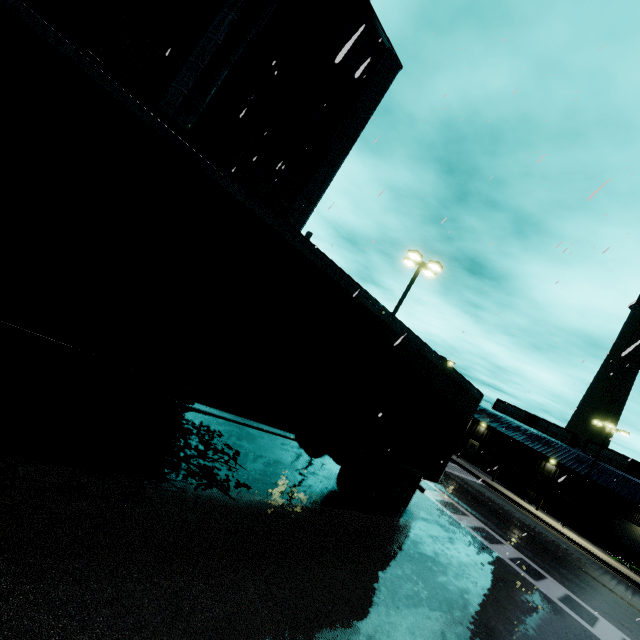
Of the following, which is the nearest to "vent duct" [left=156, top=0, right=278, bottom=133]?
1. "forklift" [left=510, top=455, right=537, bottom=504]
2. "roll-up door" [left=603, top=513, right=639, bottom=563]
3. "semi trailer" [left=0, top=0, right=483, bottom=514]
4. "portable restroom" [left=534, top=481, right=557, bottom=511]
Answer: "semi trailer" [left=0, top=0, right=483, bottom=514]

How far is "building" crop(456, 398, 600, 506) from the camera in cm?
3906

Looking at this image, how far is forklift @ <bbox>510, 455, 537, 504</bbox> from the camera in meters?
33.2 m

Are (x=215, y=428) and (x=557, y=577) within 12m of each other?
no

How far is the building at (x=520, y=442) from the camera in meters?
39.1

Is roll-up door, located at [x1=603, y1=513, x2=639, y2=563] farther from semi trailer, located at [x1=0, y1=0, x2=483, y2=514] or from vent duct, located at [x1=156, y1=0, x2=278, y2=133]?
vent duct, located at [x1=156, y1=0, x2=278, y2=133]

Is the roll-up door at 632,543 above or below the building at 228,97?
below

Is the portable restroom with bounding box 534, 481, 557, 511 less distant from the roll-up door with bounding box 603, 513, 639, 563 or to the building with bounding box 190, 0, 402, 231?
the building with bounding box 190, 0, 402, 231
